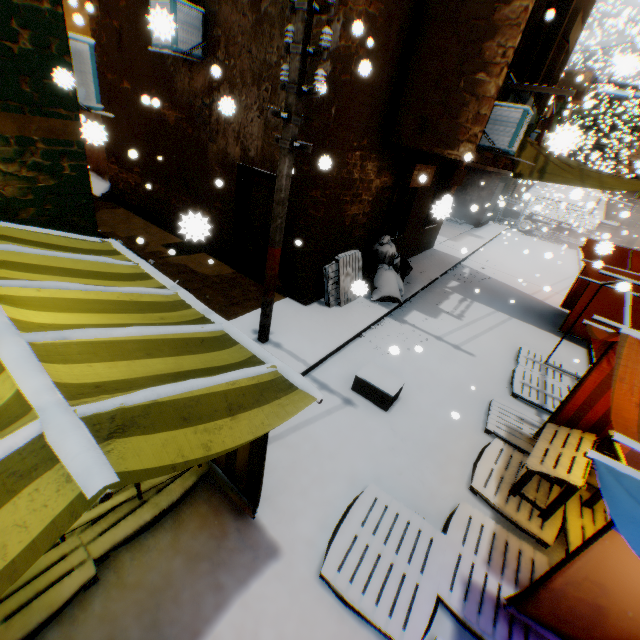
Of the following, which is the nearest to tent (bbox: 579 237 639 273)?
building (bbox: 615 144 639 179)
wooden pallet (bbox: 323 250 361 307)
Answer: wooden pallet (bbox: 323 250 361 307)

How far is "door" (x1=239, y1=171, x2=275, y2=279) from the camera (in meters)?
7.29

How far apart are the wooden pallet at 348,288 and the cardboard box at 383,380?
1.8 meters

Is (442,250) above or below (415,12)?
below

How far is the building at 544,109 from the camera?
10.7m

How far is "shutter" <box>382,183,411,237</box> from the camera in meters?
8.7 m

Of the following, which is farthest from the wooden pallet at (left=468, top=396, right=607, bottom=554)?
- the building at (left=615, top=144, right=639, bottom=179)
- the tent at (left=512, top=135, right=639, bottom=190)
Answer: the building at (left=615, top=144, right=639, bottom=179)

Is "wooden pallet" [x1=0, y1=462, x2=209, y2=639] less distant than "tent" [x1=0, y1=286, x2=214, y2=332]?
No
